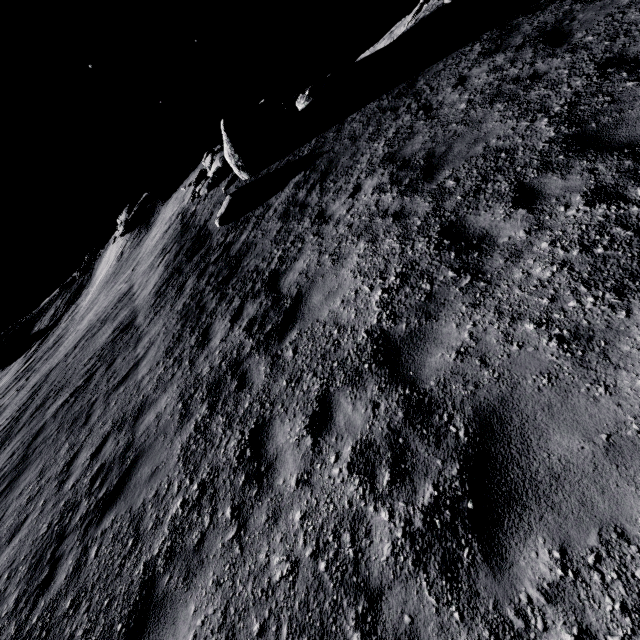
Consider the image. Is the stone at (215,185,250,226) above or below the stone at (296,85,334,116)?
below

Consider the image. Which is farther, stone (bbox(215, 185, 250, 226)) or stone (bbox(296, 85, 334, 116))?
stone (bbox(296, 85, 334, 116))

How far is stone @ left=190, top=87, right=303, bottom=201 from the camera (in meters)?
12.29

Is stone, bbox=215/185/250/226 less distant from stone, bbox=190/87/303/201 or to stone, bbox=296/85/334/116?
stone, bbox=190/87/303/201

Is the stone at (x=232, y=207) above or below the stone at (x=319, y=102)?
below

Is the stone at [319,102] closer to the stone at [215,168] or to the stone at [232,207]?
the stone at [215,168]

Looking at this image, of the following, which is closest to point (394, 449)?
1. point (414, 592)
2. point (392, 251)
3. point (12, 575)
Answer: point (414, 592)
